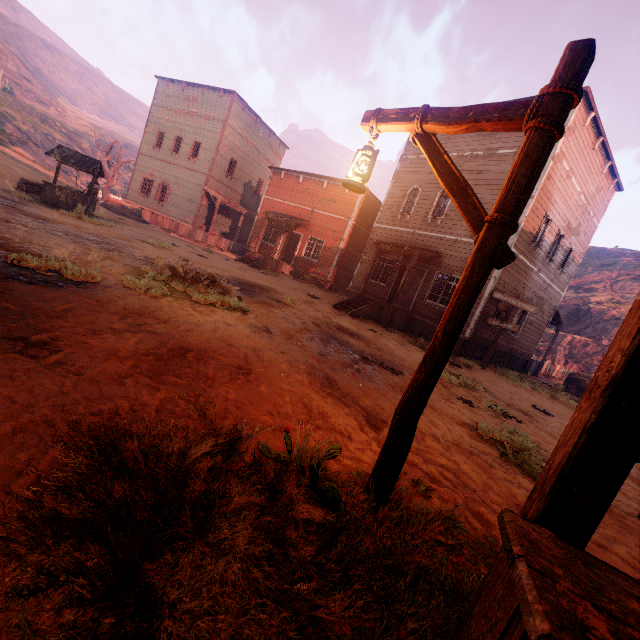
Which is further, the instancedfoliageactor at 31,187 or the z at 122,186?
the z at 122,186

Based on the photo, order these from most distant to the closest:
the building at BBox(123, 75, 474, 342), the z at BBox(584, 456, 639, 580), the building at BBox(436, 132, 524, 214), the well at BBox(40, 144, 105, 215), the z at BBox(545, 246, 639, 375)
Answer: the z at BBox(545, 246, 639, 375) → the building at BBox(123, 75, 474, 342) → the building at BBox(436, 132, 524, 214) → the well at BBox(40, 144, 105, 215) → the z at BBox(584, 456, 639, 580)

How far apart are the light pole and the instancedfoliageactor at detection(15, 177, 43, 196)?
16.92m

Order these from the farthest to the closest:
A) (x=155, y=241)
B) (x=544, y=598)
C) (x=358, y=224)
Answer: (x=358, y=224)
(x=155, y=241)
(x=544, y=598)

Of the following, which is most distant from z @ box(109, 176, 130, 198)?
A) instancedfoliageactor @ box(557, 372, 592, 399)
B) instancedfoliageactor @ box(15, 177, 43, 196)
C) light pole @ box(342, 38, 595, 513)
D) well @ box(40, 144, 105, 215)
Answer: instancedfoliageactor @ box(557, 372, 592, 399)

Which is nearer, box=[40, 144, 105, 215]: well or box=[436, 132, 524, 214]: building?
box=[40, 144, 105, 215]: well

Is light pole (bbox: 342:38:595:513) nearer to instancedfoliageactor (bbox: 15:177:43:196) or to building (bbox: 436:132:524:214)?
building (bbox: 436:132:524:214)

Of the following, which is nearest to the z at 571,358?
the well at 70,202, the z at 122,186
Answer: the well at 70,202
